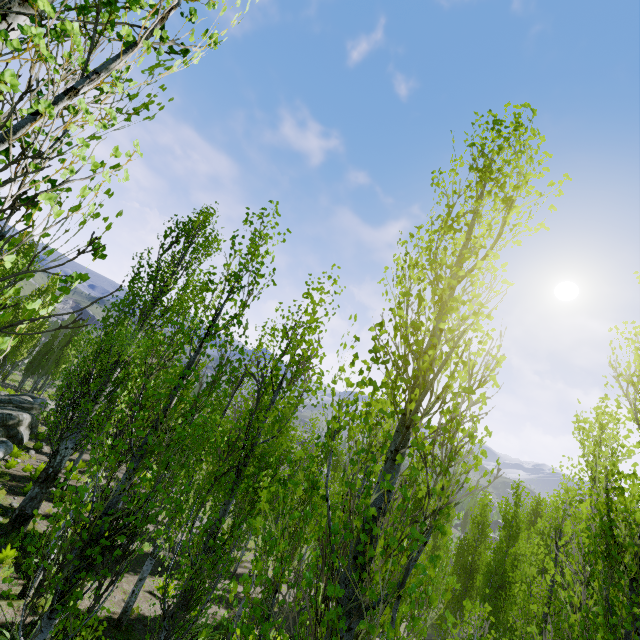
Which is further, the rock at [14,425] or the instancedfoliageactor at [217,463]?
the rock at [14,425]

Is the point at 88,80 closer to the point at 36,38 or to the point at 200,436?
the point at 36,38

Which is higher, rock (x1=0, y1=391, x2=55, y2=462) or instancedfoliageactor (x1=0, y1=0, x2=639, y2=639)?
instancedfoliageactor (x1=0, y1=0, x2=639, y2=639)

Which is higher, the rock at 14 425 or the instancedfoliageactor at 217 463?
the instancedfoliageactor at 217 463

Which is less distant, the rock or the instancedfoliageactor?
the instancedfoliageactor
